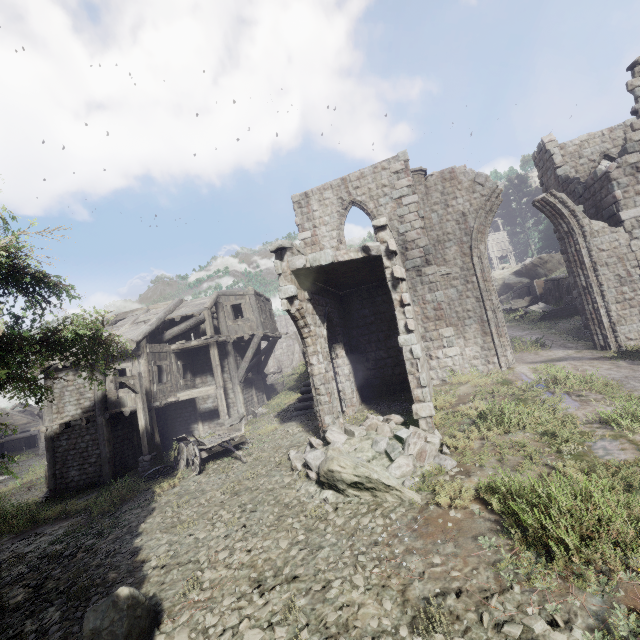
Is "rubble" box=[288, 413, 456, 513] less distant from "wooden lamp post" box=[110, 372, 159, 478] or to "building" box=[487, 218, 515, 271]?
"building" box=[487, 218, 515, 271]

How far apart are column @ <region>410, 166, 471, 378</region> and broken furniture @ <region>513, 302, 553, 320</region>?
13.64m

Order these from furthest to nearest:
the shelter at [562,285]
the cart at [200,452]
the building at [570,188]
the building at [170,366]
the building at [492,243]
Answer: the building at [492,243]
the shelter at [562,285]
the building at [170,366]
the building at [570,188]
the cart at [200,452]

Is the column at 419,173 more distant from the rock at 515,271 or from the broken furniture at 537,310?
the rock at 515,271

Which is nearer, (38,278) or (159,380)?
(38,278)

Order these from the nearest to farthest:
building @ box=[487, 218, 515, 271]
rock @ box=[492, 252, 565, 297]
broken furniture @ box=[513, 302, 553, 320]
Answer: broken furniture @ box=[513, 302, 553, 320] → rock @ box=[492, 252, 565, 297] → building @ box=[487, 218, 515, 271]

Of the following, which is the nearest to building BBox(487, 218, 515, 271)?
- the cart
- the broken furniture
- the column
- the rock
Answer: the column

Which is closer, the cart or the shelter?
the cart
